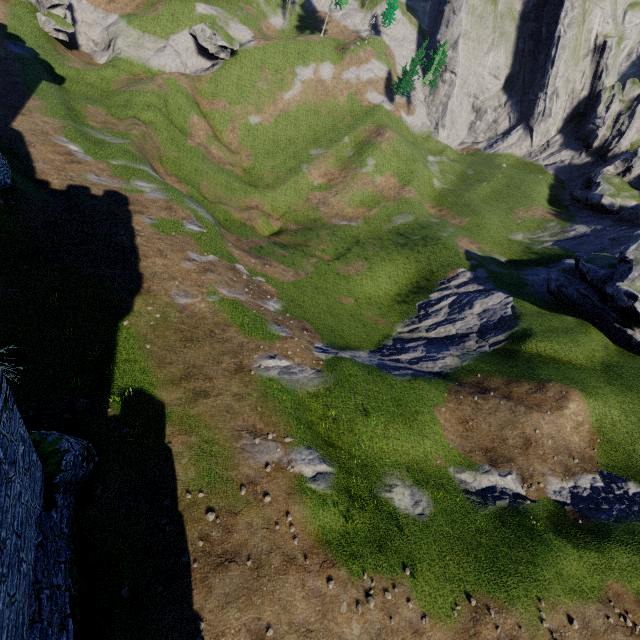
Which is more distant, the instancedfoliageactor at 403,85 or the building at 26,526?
the instancedfoliageactor at 403,85

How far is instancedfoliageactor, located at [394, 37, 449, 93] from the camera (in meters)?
56.62

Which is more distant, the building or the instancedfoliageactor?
the instancedfoliageactor

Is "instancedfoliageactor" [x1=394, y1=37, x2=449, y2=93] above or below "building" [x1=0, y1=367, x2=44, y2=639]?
above

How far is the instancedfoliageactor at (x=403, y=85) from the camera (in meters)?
56.62

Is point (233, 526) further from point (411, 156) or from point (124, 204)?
point (411, 156)
